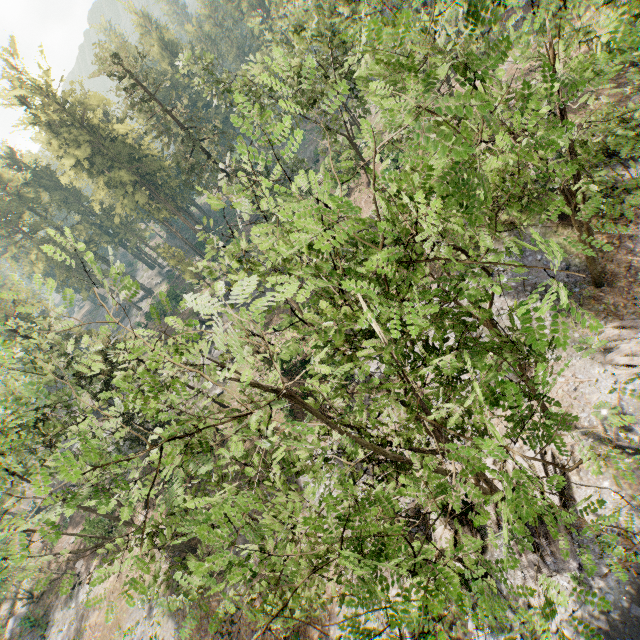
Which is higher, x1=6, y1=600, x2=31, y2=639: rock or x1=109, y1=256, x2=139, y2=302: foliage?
x1=109, y1=256, x2=139, y2=302: foliage

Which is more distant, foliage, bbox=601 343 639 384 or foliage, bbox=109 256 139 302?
foliage, bbox=601 343 639 384

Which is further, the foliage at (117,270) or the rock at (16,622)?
the rock at (16,622)

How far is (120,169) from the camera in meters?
44.2

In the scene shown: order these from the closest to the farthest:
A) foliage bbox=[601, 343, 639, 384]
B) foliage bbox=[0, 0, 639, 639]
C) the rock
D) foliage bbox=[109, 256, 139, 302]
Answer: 1. foliage bbox=[0, 0, 639, 639]
2. foliage bbox=[109, 256, 139, 302]
3. foliage bbox=[601, 343, 639, 384]
4. the rock

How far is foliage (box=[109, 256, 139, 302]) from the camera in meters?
5.1

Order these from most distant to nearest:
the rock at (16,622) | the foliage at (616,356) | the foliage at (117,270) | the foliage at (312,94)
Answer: the rock at (16,622)
the foliage at (616,356)
the foliage at (117,270)
the foliage at (312,94)

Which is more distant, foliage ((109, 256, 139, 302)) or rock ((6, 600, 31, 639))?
rock ((6, 600, 31, 639))
